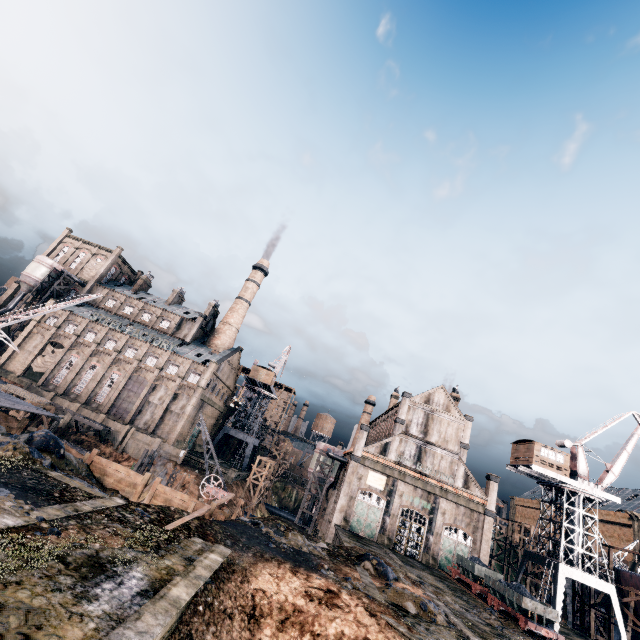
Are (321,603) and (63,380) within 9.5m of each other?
no

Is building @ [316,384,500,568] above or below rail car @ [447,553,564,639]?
above

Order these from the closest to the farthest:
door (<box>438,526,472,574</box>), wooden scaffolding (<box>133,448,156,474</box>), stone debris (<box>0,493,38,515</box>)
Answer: stone debris (<box>0,493,38,515</box>) → wooden scaffolding (<box>133,448,156,474</box>) → door (<box>438,526,472,574</box>)

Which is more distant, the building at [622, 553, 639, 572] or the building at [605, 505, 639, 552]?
the building at [605, 505, 639, 552]

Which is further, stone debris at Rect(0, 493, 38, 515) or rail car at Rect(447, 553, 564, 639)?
rail car at Rect(447, 553, 564, 639)

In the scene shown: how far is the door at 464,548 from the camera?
41.19m

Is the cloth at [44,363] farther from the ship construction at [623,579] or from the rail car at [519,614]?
the ship construction at [623,579]

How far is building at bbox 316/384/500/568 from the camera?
42.53m
